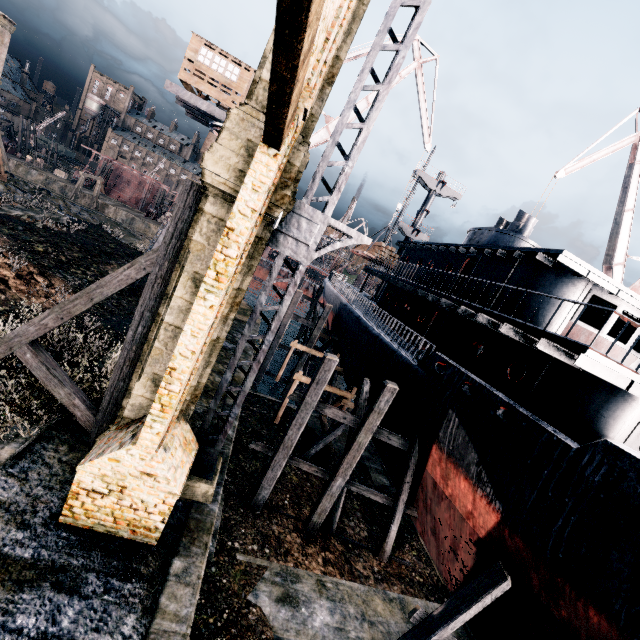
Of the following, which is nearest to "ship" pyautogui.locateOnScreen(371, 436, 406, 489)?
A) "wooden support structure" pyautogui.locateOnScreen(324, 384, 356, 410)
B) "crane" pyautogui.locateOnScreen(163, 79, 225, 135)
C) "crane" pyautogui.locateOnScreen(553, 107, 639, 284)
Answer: Answer: "wooden support structure" pyautogui.locateOnScreen(324, 384, 356, 410)

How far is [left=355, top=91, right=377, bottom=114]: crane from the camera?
26.50m

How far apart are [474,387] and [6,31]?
44.44m

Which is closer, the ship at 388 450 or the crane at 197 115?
the ship at 388 450

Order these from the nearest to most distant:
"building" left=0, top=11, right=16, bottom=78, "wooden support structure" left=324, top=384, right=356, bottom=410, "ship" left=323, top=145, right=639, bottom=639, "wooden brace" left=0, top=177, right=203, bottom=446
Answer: "ship" left=323, top=145, right=639, bottom=639
"wooden brace" left=0, top=177, right=203, bottom=446
"wooden support structure" left=324, top=384, right=356, bottom=410
"building" left=0, top=11, right=16, bottom=78

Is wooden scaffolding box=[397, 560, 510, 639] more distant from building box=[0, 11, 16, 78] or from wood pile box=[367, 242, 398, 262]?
building box=[0, 11, 16, 78]

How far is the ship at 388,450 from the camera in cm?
1520

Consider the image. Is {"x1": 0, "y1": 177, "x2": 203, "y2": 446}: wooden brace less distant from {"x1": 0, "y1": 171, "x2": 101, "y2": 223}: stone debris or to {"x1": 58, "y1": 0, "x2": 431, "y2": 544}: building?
{"x1": 0, "y1": 171, "x2": 101, "y2": 223}: stone debris
